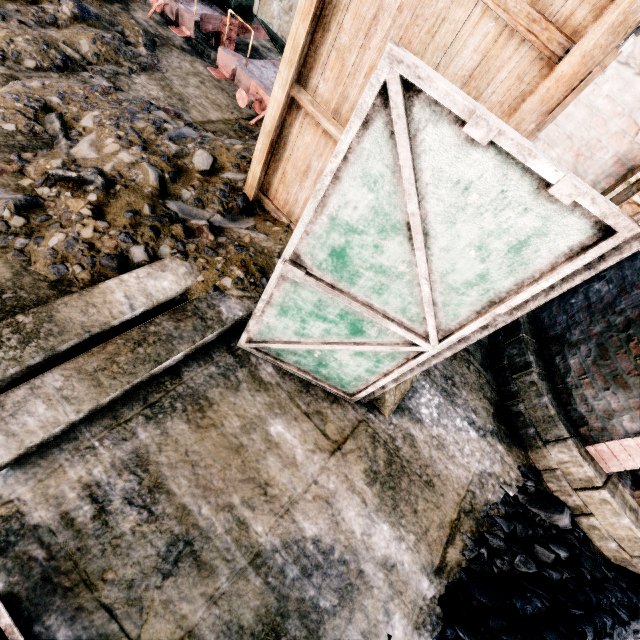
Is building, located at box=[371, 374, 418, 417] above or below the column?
below

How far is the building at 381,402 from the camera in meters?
4.7

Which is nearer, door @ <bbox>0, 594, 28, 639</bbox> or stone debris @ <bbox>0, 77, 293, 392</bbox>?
door @ <bbox>0, 594, 28, 639</bbox>

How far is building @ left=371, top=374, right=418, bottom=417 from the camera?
4.70m

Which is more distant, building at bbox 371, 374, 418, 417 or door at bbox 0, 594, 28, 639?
building at bbox 371, 374, 418, 417

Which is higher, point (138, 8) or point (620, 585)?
point (620, 585)

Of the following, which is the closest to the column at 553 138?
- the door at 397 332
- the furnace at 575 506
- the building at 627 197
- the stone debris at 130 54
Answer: the building at 627 197

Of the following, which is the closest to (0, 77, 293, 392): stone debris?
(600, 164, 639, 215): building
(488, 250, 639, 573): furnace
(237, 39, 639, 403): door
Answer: (237, 39, 639, 403): door
